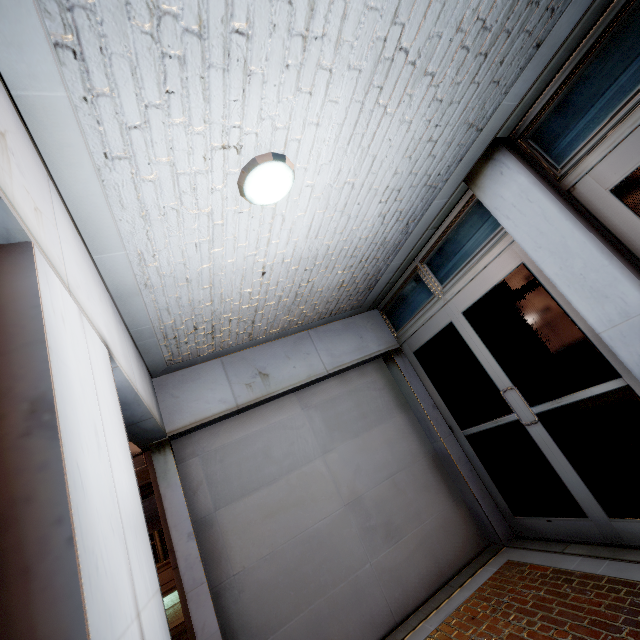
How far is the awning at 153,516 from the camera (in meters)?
13.58

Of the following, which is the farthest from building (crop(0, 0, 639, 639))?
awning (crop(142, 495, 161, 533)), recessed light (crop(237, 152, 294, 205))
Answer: awning (crop(142, 495, 161, 533))

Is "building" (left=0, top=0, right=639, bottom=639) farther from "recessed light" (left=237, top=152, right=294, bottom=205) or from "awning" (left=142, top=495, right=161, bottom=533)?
"awning" (left=142, top=495, right=161, bottom=533)

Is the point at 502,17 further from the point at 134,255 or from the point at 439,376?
the point at 439,376

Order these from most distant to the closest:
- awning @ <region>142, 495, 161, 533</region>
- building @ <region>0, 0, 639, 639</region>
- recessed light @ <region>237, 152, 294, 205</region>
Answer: awning @ <region>142, 495, 161, 533</region> < recessed light @ <region>237, 152, 294, 205</region> < building @ <region>0, 0, 639, 639</region>

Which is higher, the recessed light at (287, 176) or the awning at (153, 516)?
the recessed light at (287, 176)

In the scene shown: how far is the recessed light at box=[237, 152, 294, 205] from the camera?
2.04m

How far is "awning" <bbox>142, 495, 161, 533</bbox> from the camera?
13.58m
